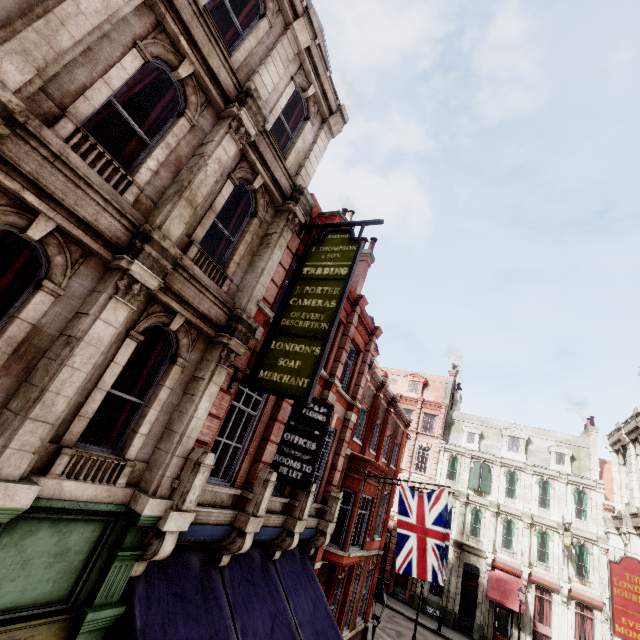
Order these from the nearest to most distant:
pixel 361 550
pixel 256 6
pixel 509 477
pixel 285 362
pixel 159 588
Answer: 1. pixel 159 588
2. pixel 285 362
3. pixel 256 6
4. pixel 361 550
5. pixel 509 477

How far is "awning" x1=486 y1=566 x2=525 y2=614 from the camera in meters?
23.8

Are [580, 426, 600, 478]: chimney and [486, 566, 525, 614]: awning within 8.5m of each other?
no

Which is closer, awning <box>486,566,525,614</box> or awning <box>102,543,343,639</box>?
awning <box>102,543,343,639</box>

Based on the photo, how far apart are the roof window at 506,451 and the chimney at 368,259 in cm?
2540

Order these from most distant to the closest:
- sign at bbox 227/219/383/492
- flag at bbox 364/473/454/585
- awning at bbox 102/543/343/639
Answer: flag at bbox 364/473/454/585
sign at bbox 227/219/383/492
awning at bbox 102/543/343/639

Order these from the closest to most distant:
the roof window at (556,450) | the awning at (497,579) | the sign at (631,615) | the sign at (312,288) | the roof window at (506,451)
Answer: the sign at (312,288), the sign at (631,615), the awning at (497,579), the roof window at (556,450), the roof window at (506,451)

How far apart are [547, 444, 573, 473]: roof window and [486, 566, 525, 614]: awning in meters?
9.4 m
